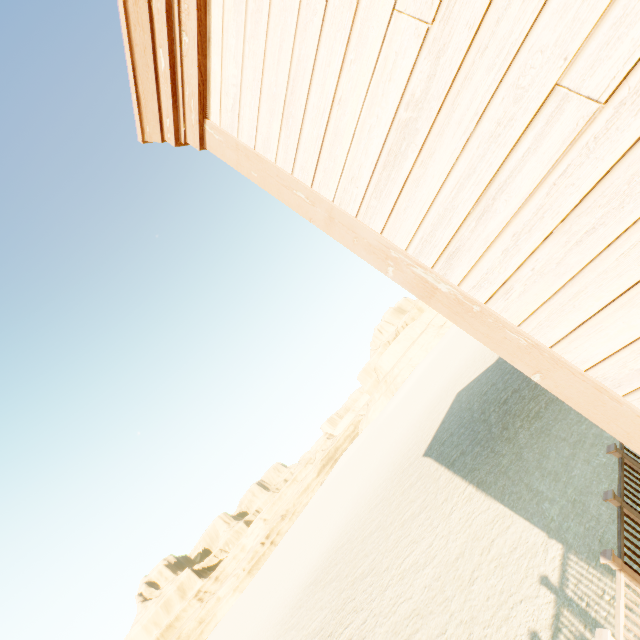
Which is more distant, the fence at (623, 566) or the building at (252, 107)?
the fence at (623, 566)

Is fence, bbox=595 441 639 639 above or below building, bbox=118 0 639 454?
below

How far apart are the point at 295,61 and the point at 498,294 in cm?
148

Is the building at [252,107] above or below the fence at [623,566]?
above

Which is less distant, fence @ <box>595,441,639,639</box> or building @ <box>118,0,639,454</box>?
building @ <box>118,0,639,454</box>
